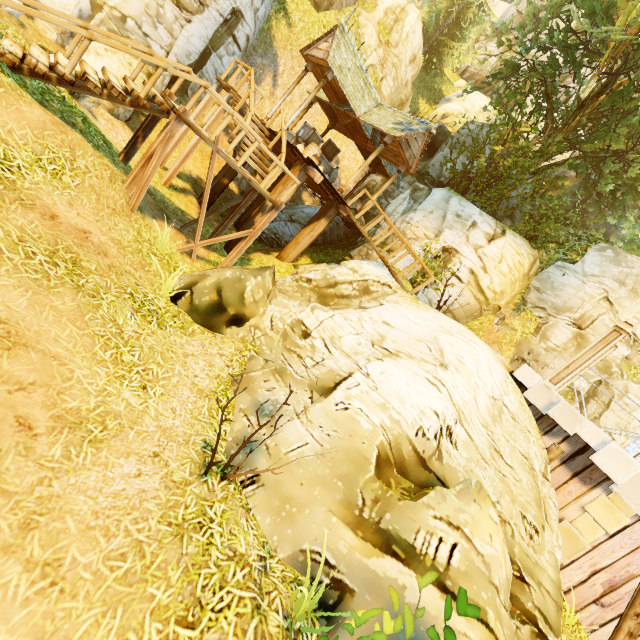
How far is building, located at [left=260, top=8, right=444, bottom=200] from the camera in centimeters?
1188cm

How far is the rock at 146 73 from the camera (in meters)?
10.85

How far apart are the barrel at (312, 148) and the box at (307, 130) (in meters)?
0.10

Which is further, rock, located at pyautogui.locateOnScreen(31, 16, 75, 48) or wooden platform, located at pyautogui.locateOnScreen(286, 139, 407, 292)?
wooden platform, located at pyautogui.locateOnScreen(286, 139, 407, 292)

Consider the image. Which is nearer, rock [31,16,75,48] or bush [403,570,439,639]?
bush [403,570,439,639]

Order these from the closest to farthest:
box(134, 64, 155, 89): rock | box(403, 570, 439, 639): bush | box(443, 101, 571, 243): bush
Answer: box(403, 570, 439, 639): bush < box(134, 64, 155, 89): rock < box(443, 101, 571, 243): bush

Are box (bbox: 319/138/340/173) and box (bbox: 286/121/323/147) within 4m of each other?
yes

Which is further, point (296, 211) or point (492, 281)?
point (296, 211)
